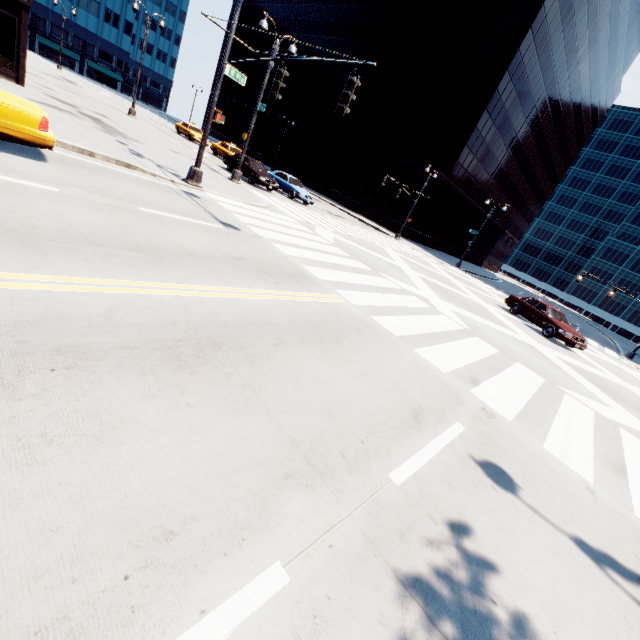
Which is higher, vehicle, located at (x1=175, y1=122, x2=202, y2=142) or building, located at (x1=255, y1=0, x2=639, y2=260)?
building, located at (x1=255, y1=0, x2=639, y2=260)

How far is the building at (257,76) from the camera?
58.3m

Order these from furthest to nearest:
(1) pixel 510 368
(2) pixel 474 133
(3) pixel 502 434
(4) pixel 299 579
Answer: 1. (2) pixel 474 133
2. (1) pixel 510 368
3. (3) pixel 502 434
4. (4) pixel 299 579

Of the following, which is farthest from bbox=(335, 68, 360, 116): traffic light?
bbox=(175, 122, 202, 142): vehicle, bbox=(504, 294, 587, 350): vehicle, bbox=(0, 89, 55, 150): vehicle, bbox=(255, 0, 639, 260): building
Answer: bbox=(255, 0, 639, 260): building

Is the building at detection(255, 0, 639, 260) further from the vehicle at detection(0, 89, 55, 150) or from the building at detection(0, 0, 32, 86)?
the vehicle at detection(0, 89, 55, 150)

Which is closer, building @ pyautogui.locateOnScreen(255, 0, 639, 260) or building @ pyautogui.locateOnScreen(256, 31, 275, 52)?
building @ pyautogui.locateOnScreen(255, 0, 639, 260)

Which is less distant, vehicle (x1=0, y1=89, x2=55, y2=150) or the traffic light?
vehicle (x1=0, y1=89, x2=55, y2=150)

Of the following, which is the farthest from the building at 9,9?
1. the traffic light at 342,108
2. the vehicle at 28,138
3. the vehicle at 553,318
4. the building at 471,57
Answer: the building at 471,57
